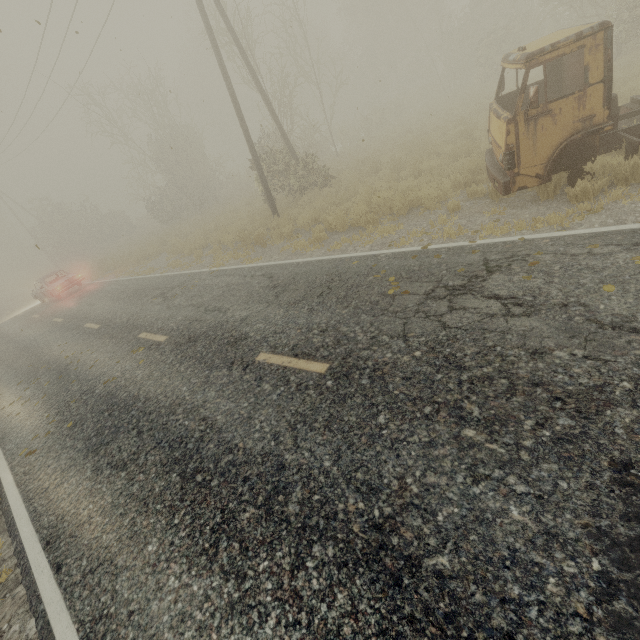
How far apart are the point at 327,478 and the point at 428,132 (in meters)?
18.94

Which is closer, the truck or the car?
the truck

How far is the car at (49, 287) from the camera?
18.6 meters

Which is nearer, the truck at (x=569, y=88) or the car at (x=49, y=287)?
the truck at (x=569, y=88)

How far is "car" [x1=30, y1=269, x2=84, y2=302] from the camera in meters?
18.6
